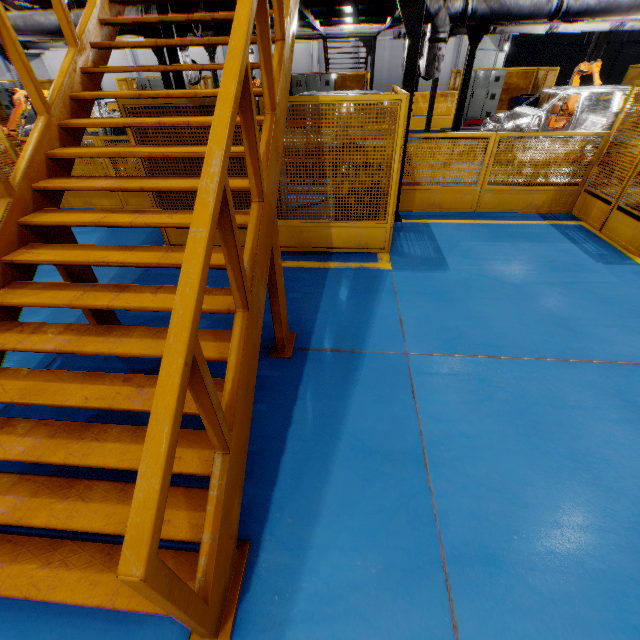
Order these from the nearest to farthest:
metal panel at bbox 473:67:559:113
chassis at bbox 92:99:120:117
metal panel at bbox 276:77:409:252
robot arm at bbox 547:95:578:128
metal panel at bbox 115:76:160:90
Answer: metal panel at bbox 276:77:409:252, chassis at bbox 92:99:120:117, robot arm at bbox 547:95:578:128, metal panel at bbox 473:67:559:113, metal panel at bbox 115:76:160:90

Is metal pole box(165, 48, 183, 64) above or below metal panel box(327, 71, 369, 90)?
above

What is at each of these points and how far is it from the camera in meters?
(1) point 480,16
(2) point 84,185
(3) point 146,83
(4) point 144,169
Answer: (1) vent pipe, 7.2
(2) metal stair, 2.8
(3) cabinet, 16.3
(4) metal panel, 5.0

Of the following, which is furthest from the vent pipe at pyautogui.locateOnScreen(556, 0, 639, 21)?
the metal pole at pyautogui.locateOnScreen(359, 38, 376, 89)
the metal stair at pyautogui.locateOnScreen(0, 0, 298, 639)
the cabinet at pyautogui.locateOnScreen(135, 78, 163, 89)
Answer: the cabinet at pyautogui.locateOnScreen(135, 78, 163, 89)

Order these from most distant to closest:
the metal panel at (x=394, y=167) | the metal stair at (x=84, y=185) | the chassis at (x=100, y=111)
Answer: the chassis at (x=100, y=111)
the metal panel at (x=394, y=167)
the metal stair at (x=84, y=185)

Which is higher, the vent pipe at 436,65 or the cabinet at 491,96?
the vent pipe at 436,65

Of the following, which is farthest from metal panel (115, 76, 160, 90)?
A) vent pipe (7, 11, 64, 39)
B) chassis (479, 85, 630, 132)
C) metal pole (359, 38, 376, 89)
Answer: chassis (479, 85, 630, 132)
